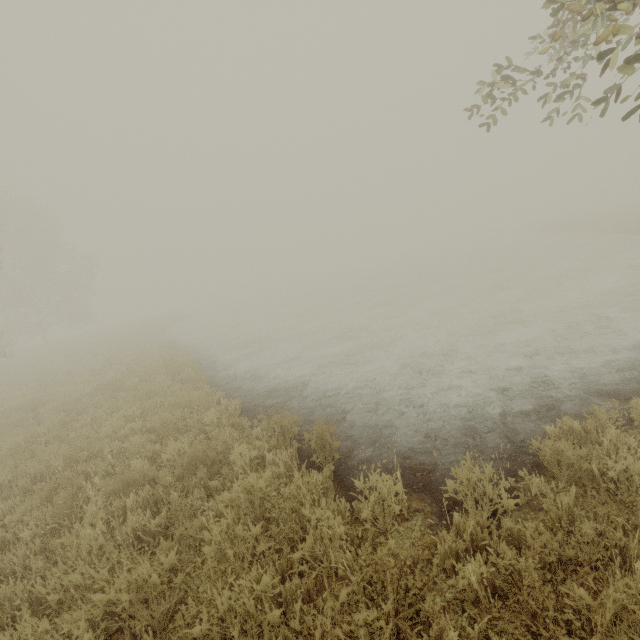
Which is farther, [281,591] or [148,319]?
[148,319]

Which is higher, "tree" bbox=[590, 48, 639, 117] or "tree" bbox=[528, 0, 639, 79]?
"tree" bbox=[528, 0, 639, 79]

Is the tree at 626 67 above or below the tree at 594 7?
below
